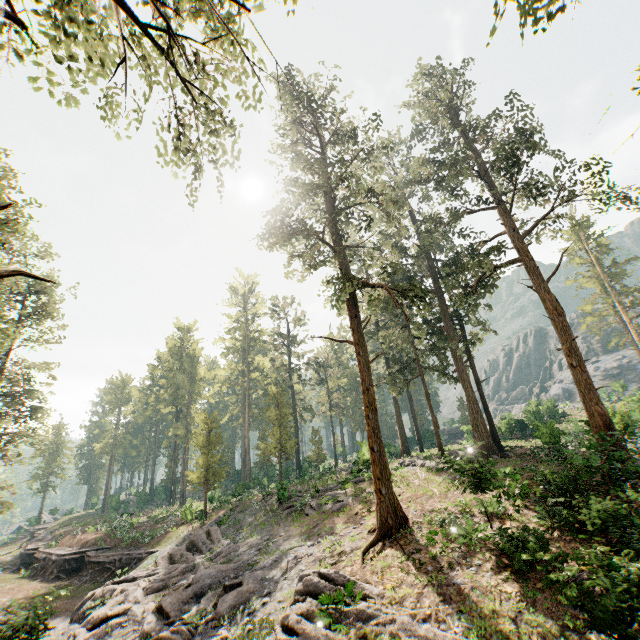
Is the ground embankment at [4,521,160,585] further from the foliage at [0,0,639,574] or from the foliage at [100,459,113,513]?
the foliage at [100,459,113,513]

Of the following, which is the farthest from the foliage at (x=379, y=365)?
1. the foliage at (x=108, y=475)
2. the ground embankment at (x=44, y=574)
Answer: the foliage at (x=108, y=475)

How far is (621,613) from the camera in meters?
7.9 m

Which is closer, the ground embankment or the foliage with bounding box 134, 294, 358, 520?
the ground embankment

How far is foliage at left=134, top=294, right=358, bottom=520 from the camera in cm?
3253

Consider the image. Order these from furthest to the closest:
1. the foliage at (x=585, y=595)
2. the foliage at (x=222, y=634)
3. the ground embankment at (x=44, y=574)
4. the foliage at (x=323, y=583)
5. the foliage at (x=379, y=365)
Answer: the ground embankment at (x=44, y=574)
the foliage at (x=222, y=634)
the foliage at (x=323, y=583)
the foliage at (x=379, y=365)
the foliage at (x=585, y=595)
